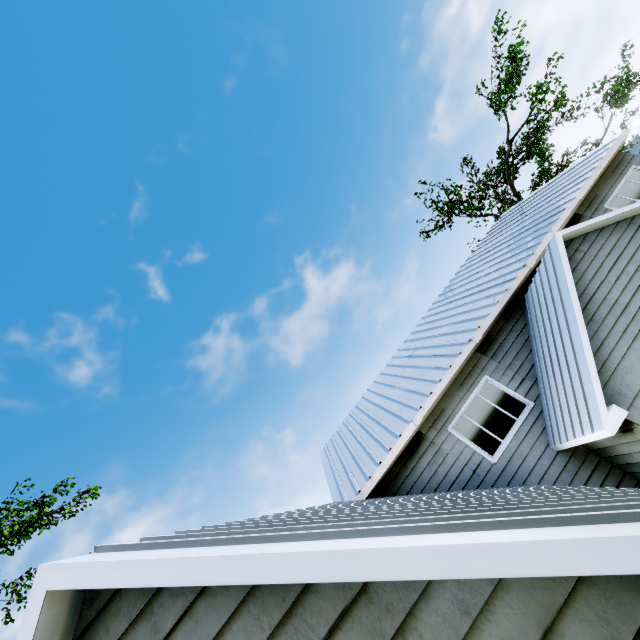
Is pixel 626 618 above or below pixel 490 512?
below
